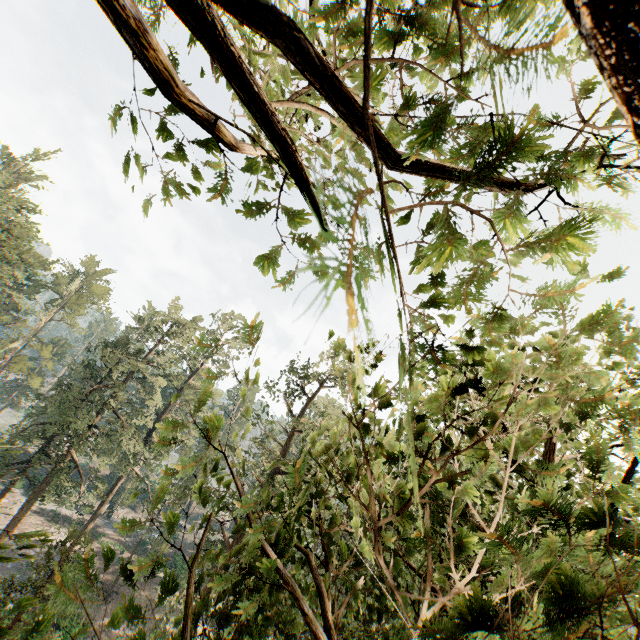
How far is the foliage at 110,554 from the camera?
2.5m

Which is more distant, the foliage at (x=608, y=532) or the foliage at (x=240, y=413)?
the foliage at (x=240, y=413)

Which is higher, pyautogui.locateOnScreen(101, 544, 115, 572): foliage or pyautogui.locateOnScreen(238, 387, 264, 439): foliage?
pyautogui.locateOnScreen(238, 387, 264, 439): foliage

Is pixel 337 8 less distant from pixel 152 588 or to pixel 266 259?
pixel 266 259

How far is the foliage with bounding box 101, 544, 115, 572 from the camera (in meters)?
2.51

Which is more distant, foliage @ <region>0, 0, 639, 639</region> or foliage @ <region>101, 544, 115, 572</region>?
foliage @ <region>101, 544, 115, 572</region>
